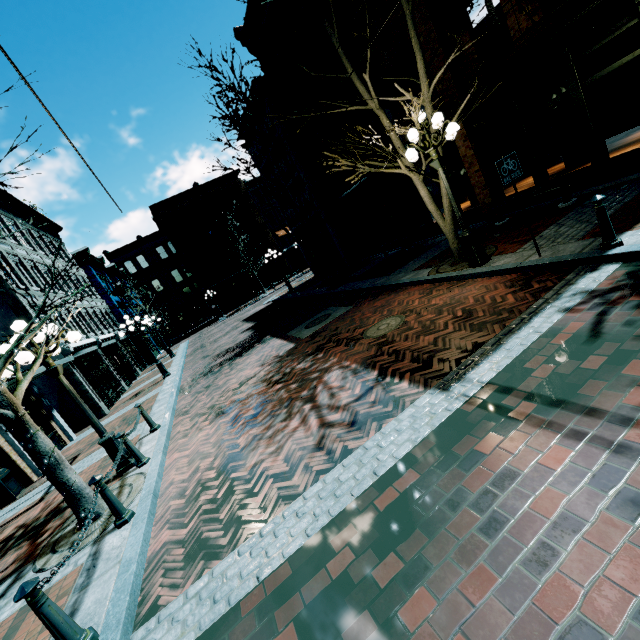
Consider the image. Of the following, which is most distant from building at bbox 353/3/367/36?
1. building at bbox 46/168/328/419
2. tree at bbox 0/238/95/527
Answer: tree at bbox 0/238/95/527

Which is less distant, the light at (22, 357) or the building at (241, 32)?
the light at (22, 357)

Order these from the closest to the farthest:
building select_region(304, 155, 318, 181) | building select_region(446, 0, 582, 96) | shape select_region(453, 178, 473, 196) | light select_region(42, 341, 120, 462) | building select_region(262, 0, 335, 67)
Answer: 1. light select_region(42, 341, 120, 462)
2. building select_region(446, 0, 582, 96)
3. building select_region(262, 0, 335, 67)
4. shape select_region(453, 178, 473, 196)
5. building select_region(304, 155, 318, 181)

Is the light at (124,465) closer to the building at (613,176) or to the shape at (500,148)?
the building at (613,176)

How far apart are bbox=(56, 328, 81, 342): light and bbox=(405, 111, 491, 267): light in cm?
779

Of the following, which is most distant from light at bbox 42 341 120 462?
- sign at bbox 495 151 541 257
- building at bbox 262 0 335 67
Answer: building at bbox 262 0 335 67

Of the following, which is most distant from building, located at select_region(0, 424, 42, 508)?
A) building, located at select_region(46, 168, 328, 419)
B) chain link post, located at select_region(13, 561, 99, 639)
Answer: building, located at select_region(46, 168, 328, 419)

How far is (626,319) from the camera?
3.6m
